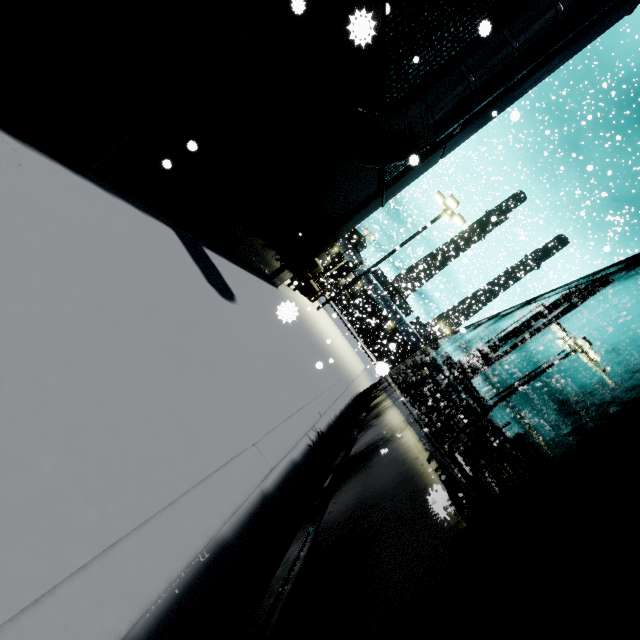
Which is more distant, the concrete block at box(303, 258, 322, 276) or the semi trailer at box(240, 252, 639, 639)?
the concrete block at box(303, 258, 322, 276)

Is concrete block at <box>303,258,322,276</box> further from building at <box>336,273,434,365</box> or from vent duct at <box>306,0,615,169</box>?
building at <box>336,273,434,365</box>

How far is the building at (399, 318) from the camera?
39.5m

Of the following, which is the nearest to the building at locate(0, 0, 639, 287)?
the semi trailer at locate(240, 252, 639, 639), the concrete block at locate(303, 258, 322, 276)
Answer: the semi trailer at locate(240, 252, 639, 639)

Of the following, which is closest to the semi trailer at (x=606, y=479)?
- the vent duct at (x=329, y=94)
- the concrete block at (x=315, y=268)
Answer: the vent duct at (x=329, y=94)

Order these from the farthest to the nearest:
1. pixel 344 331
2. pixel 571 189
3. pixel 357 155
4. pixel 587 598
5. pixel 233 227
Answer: pixel 571 189 → pixel 344 331 → pixel 233 227 → pixel 357 155 → pixel 587 598

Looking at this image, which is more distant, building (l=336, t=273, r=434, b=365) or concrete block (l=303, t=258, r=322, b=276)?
building (l=336, t=273, r=434, b=365)
